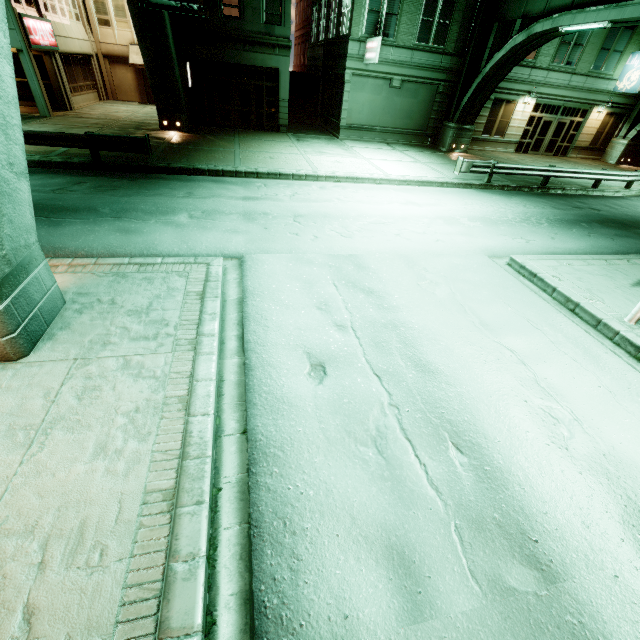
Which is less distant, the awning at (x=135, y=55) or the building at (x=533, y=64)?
the building at (x=533, y=64)

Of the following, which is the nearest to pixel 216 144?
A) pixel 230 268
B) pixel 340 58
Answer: pixel 340 58

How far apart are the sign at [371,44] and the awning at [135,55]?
16.34m

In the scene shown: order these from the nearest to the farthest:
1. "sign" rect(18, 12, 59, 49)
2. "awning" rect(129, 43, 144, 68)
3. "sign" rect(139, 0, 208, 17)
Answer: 1. "sign" rect(139, 0, 208, 17)
2. "sign" rect(18, 12, 59, 49)
3. "awning" rect(129, 43, 144, 68)

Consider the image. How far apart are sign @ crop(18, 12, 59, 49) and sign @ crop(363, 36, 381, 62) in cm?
1836

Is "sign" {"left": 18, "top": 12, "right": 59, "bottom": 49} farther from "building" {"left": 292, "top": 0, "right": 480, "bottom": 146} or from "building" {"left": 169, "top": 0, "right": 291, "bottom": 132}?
"building" {"left": 292, "top": 0, "right": 480, "bottom": 146}

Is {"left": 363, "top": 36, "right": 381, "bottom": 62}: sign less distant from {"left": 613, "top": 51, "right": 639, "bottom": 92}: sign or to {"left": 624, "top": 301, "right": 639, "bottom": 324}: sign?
{"left": 624, "top": 301, "right": 639, "bottom": 324}: sign

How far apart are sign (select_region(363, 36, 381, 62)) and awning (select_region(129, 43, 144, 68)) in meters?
16.3 m
